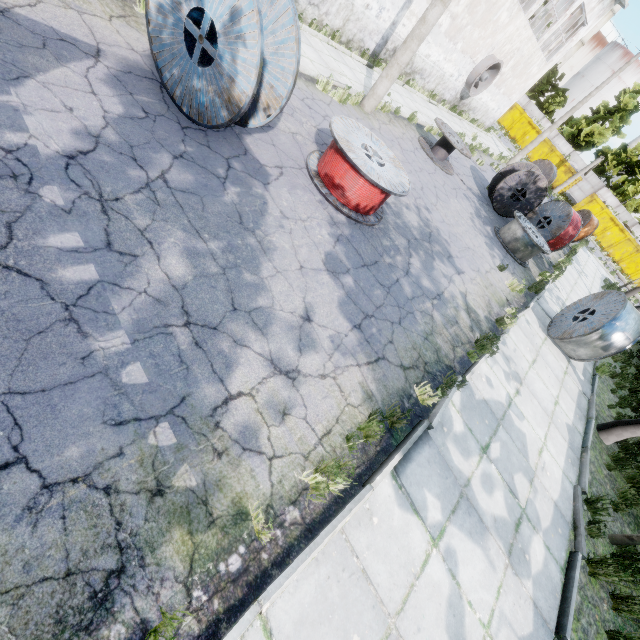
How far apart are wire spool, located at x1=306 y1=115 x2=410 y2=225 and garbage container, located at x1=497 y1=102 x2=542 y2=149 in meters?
40.3 m

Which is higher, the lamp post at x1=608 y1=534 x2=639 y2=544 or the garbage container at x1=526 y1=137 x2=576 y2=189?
the garbage container at x1=526 y1=137 x2=576 y2=189

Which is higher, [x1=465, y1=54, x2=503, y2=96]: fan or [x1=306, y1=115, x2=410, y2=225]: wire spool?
[x1=465, y1=54, x2=503, y2=96]: fan

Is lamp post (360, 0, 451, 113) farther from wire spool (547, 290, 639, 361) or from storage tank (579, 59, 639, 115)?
storage tank (579, 59, 639, 115)

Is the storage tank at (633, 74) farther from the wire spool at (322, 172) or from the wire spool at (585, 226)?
the wire spool at (322, 172)

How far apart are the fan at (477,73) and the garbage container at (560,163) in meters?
21.7

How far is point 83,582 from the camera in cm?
206

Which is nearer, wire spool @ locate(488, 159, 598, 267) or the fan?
wire spool @ locate(488, 159, 598, 267)
